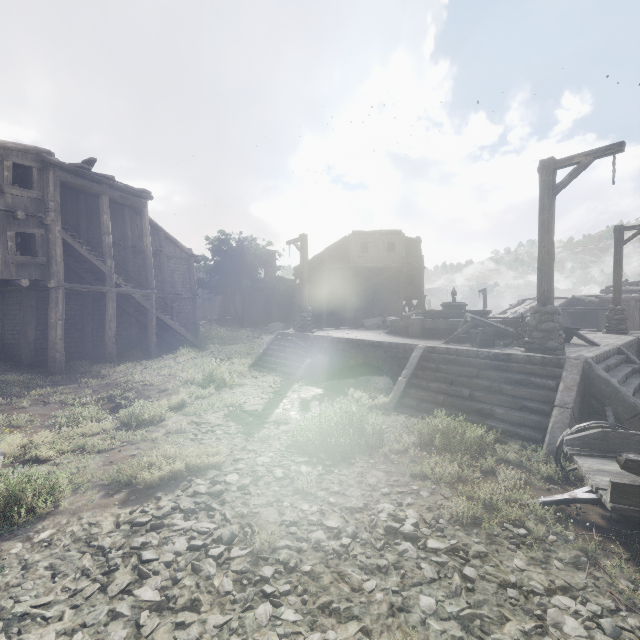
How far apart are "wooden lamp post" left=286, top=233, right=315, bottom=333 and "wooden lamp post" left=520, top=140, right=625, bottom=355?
9.12m

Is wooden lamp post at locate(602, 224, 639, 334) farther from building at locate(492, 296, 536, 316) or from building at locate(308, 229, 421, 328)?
building at locate(492, 296, 536, 316)

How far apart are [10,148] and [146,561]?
17.3 meters

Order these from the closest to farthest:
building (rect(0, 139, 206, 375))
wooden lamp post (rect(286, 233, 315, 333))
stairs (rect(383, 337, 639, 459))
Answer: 1. stairs (rect(383, 337, 639, 459))
2. building (rect(0, 139, 206, 375))
3. wooden lamp post (rect(286, 233, 315, 333))

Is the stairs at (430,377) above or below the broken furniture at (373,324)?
below

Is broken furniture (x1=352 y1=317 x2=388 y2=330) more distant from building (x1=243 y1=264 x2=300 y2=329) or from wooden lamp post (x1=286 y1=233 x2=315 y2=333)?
building (x1=243 y1=264 x2=300 y2=329)

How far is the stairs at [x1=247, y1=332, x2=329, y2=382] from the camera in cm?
1219

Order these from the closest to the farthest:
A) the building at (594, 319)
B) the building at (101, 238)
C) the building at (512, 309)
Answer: the building at (101, 238) < the building at (594, 319) < the building at (512, 309)
